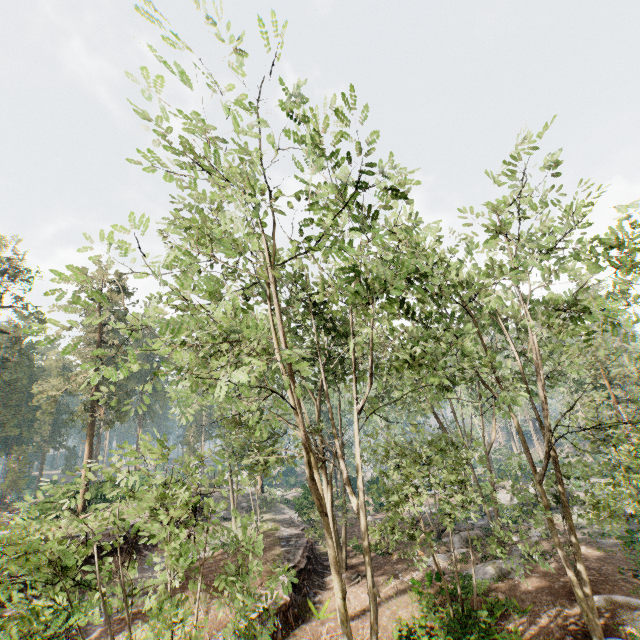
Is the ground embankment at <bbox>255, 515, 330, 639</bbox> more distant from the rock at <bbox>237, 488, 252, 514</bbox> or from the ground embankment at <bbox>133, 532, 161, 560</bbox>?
the ground embankment at <bbox>133, 532, 161, 560</bbox>

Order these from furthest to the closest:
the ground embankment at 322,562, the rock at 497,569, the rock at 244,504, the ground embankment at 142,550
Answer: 1. the rock at 244,504
2. the ground embankment at 142,550
3. the rock at 497,569
4. the ground embankment at 322,562

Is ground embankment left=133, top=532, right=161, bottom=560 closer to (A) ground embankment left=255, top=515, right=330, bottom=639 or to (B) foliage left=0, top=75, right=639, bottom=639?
(B) foliage left=0, top=75, right=639, bottom=639

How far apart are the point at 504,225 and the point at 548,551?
23.94m

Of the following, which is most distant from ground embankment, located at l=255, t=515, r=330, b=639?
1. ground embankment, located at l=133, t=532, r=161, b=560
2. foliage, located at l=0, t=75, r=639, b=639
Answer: ground embankment, located at l=133, t=532, r=161, b=560

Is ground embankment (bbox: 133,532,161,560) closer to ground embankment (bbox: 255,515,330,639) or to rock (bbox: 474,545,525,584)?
ground embankment (bbox: 255,515,330,639)

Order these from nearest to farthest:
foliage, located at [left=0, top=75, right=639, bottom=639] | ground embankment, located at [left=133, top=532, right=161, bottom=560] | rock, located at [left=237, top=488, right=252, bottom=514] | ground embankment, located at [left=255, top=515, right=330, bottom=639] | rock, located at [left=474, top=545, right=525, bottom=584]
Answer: foliage, located at [left=0, top=75, right=639, bottom=639] < ground embankment, located at [left=255, top=515, right=330, bottom=639] < rock, located at [left=474, top=545, right=525, bottom=584] < ground embankment, located at [left=133, top=532, right=161, bottom=560] < rock, located at [left=237, top=488, right=252, bottom=514]

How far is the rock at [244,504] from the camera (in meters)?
35.12
